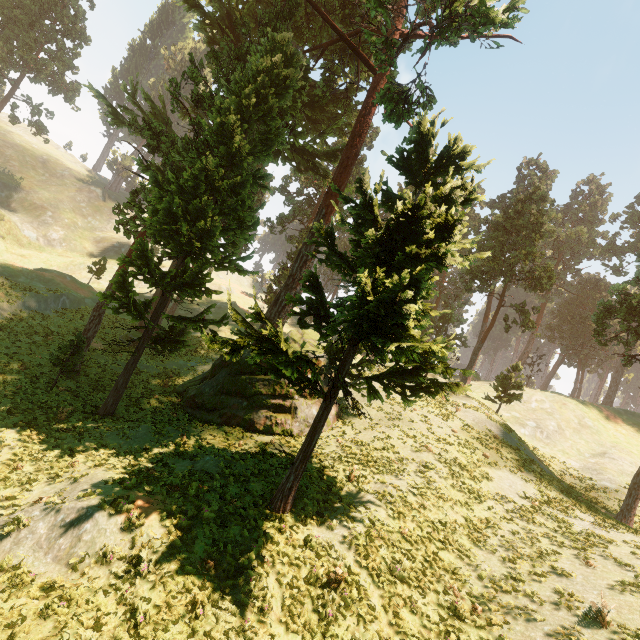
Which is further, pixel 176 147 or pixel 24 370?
pixel 176 147

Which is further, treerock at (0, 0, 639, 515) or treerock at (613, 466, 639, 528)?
treerock at (613, 466, 639, 528)

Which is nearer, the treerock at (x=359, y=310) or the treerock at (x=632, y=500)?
the treerock at (x=359, y=310)
